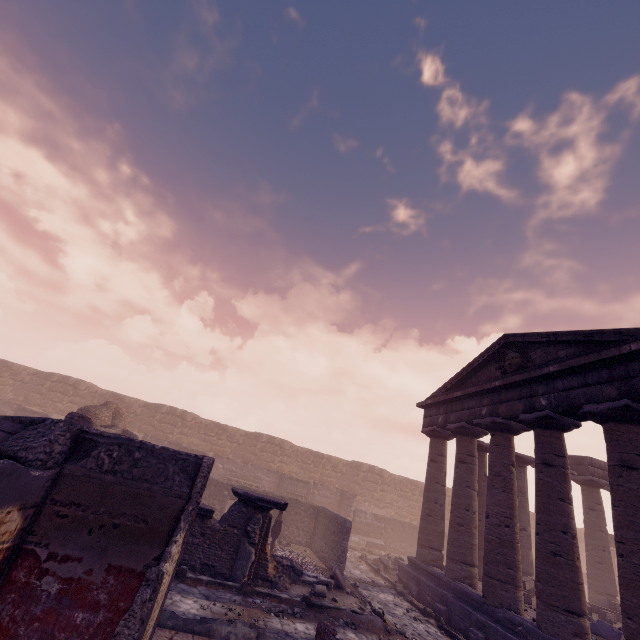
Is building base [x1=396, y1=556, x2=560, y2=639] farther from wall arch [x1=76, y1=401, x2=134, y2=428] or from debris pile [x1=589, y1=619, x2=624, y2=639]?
wall arch [x1=76, y1=401, x2=134, y2=428]

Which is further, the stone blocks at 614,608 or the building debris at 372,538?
the building debris at 372,538

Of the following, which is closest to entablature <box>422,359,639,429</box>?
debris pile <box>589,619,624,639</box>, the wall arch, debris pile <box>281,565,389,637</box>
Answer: debris pile <box>589,619,624,639</box>

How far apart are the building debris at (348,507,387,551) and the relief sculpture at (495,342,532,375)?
14.4m

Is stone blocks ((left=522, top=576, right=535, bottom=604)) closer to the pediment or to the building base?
the building base

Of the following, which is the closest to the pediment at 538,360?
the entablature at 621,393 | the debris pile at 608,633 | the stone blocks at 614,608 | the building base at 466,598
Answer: the entablature at 621,393

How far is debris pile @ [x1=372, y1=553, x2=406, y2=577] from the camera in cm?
1513

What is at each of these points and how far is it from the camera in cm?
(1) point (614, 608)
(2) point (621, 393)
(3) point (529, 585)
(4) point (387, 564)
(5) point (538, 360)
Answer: (1) stone blocks, 1326
(2) entablature, 804
(3) stone blocks, 1224
(4) debris pile, 1530
(5) pediment, 1105
